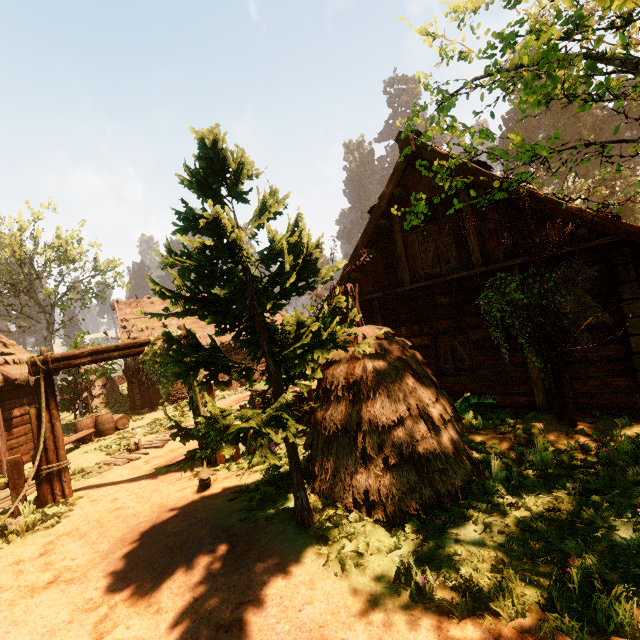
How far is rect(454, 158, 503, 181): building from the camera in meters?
8.0

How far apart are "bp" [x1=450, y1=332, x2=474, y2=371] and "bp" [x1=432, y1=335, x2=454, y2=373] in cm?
19

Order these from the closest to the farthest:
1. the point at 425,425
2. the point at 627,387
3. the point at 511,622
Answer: the point at 511,622, the point at 425,425, the point at 627,387

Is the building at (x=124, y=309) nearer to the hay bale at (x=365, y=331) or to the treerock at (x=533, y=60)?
the treerock at (x=533, y=60)

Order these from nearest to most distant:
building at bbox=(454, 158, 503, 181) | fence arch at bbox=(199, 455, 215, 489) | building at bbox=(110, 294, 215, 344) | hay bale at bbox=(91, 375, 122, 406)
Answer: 1. fence arch at bbox=(199, 455, 215, 489)
2. building at bbox=(454, 158, 503, 181)
3. building at bbox=(110, 294, 215, 344)
4. hay bale at bbox=(91, 375, 122, 406)

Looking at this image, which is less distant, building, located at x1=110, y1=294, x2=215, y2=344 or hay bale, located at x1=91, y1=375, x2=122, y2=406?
building, located at x1=110, y1=294, x2=215, y2=344

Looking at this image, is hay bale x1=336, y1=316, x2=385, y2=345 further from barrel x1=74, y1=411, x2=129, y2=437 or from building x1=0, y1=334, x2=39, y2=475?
barrel x1=74, y1=411, x2=129, y2=437

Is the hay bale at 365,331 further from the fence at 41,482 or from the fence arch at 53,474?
the fence at 41,482
